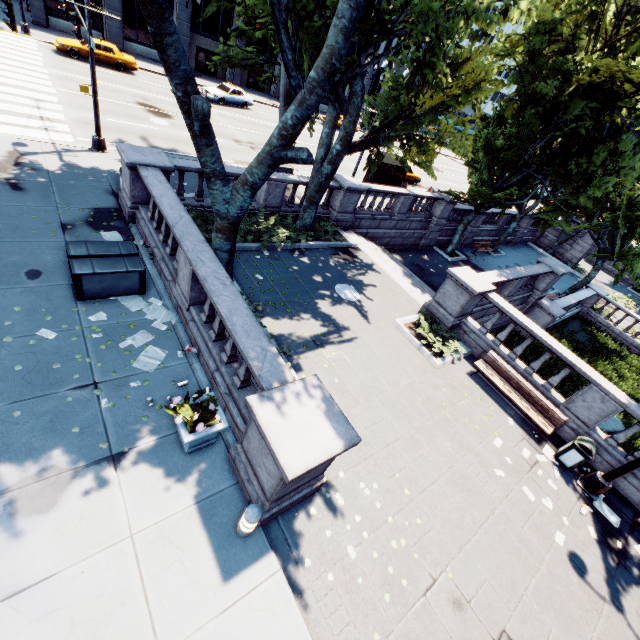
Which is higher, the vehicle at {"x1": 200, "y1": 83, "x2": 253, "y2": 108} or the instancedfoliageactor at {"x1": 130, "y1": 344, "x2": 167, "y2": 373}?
the vehicle at {"x1": 200, "y1": 83, "x2": 253, "y2": 108}

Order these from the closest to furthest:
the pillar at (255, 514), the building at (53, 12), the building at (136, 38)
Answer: the pillar at (255, 514), the building at (53, 12), the building at (136, 38)

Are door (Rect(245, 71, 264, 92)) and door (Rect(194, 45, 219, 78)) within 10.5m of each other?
yes

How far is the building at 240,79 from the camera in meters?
37.1 m

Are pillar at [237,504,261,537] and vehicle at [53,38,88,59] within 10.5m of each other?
no

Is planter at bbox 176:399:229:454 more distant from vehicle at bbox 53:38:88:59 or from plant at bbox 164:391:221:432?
vehicle at bbox 53:38:88:59

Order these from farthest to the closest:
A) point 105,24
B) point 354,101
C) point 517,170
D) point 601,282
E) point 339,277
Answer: point 601,282, point 105,24, point 517,170, point 339,277, point 354,101

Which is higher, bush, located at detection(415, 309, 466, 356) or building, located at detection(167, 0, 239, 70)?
building, located at detection(167, 0, 239, 70)
